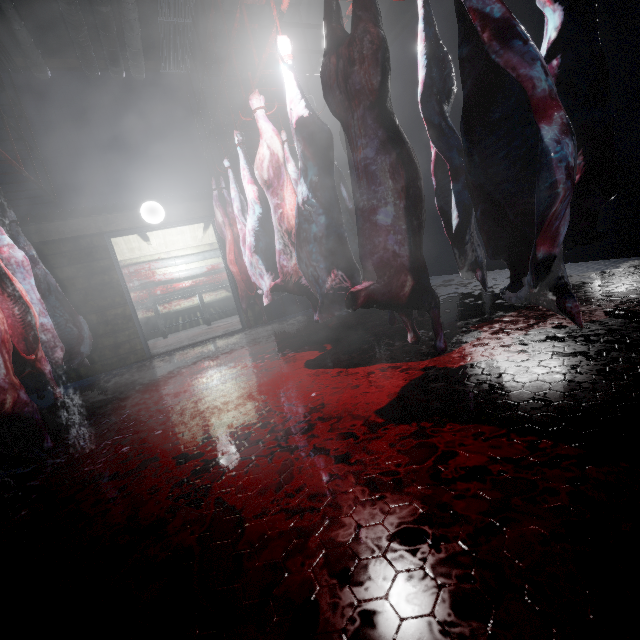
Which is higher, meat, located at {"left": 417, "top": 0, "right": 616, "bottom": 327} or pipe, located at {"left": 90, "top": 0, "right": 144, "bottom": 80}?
pipe, located at {"left": 90, "top": 0, "right": 144, "bottom": 80}

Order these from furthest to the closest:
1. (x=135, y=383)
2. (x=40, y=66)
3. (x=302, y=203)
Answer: (x=40, y=66) → (x=135, y=383) → (x=302, y=203)

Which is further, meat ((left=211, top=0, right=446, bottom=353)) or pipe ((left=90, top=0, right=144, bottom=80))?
pipe ((left=90, top=0, right=144, bottom=80))

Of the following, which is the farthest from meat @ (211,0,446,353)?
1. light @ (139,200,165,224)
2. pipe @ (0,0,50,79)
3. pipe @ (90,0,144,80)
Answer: light @ (139,200,165,224)

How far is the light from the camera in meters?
4.5

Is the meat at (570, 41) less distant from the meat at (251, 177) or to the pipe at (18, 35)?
the meat at (251, 177)

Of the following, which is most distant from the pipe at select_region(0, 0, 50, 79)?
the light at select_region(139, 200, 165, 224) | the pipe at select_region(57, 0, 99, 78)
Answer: the light at select_region(139, 200, 165, 224)

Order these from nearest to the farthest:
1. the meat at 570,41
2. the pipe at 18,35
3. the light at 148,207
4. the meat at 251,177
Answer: the meat at 570,41 < the meat at 251,177 < the pipe at 18,35 < the light at 148,207
